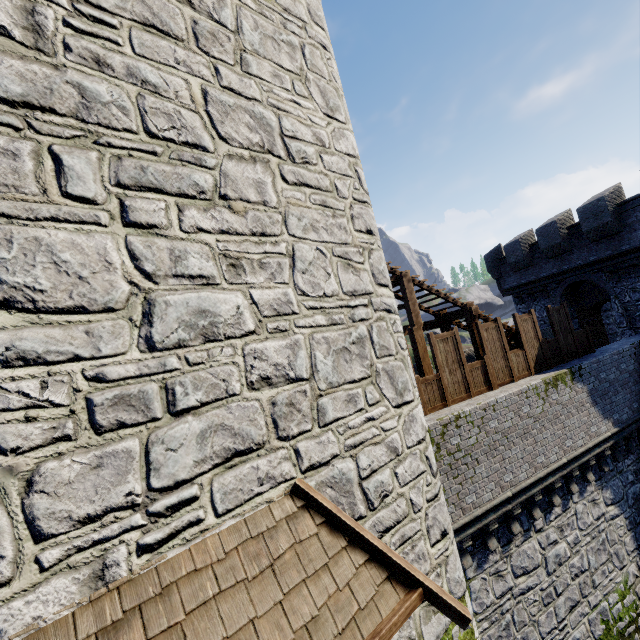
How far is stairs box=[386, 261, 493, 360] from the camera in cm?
1041

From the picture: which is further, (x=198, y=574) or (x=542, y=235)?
(x=542, y=235)

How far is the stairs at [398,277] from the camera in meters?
10.4 m

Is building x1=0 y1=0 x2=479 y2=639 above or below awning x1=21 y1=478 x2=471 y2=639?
above

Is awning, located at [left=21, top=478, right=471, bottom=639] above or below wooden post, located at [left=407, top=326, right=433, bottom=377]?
below

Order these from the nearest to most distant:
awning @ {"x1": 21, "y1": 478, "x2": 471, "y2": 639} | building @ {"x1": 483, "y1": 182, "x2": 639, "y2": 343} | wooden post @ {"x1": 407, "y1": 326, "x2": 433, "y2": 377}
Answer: awning @ {"x1": 21, "y1": 478, "x2": 471, "y2": 639} < wooden post @ {"x1": 407, "y1": 326, "x2": 433, "y2": 377} < building @ {"x1": 483, "y1": 182, "x2": 639, "y2": 343}

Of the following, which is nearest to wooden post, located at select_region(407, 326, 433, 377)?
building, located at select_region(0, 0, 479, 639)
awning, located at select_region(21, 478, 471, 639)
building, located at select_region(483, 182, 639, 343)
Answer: building, located at select_region(0, 0, 479, 639)

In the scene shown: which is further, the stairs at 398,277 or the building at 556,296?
the building at 556,296
